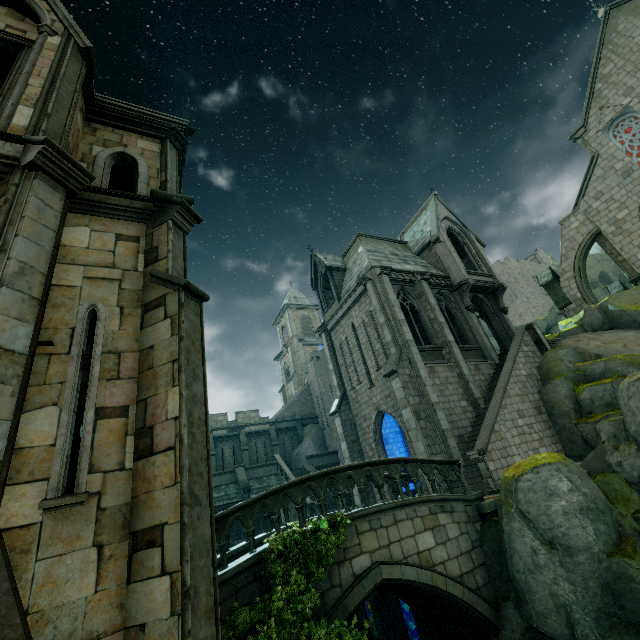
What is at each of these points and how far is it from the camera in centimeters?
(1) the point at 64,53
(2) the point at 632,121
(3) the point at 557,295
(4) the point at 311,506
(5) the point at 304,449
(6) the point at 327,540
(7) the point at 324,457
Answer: (1) building, 811cm
(2) flag, 2106cm
(3) merlon, 2434cm
(4) stair, 2067cm
(5) rock, 3016cm
(6) plant, 786cm
(7) wall trim, 2836cm

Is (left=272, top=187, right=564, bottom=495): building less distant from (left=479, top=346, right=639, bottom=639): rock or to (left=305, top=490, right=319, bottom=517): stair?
(left=479, top=346, right=639, bottom=639): rock

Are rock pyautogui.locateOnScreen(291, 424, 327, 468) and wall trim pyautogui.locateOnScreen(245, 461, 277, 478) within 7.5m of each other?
yes

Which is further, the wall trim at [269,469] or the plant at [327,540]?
the wall trim at [269,469]

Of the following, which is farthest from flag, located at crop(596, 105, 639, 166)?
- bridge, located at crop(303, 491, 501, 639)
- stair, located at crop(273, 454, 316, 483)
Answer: stair, located at crop(273, 454, 316, 483)

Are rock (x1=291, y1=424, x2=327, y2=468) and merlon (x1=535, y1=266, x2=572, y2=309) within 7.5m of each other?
no

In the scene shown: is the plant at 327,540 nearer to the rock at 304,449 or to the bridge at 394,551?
the bridge at 394,551

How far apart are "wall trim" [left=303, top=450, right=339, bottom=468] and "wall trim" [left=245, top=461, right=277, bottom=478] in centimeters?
264cm
